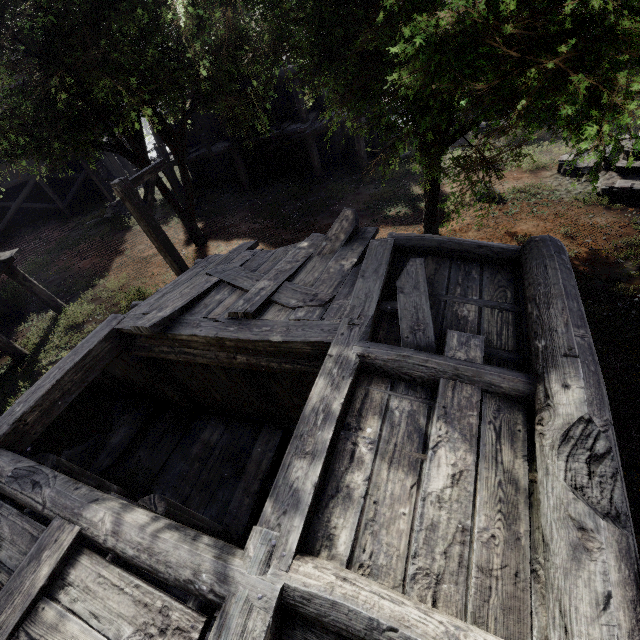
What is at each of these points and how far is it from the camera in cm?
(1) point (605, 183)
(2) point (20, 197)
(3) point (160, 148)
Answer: (1) fountain, 1057
(2) building, 2114
(3) building, 1827

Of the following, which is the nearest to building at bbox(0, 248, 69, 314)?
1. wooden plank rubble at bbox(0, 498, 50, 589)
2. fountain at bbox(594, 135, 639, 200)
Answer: wooden plank rubble at bbox(0, 498, 50, 589)

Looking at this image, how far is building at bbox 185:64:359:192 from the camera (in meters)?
15.80

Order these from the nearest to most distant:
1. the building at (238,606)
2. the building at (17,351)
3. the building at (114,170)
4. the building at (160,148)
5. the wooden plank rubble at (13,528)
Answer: the building at (238,606) < the wooden plank rubble at (13,528) < the building at (17,351) < the building at (160,148) < the building at (114,170)

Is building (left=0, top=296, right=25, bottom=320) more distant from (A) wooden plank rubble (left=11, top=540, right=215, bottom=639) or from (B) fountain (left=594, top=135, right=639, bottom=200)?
(B) fountain (left=594, top=135, right=639, bottom=200)

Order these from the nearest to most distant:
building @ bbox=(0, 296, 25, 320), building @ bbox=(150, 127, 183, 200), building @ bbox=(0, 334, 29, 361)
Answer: building @ bbox=(0, 334, 29, 361) < building @ bbox=(0, 296, 25, 320) < building @ bbox=(150, 127, 183, 200)

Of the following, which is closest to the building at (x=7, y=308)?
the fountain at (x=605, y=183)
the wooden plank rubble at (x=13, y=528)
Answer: the wooden plank rubble at (x=13, y=528)
